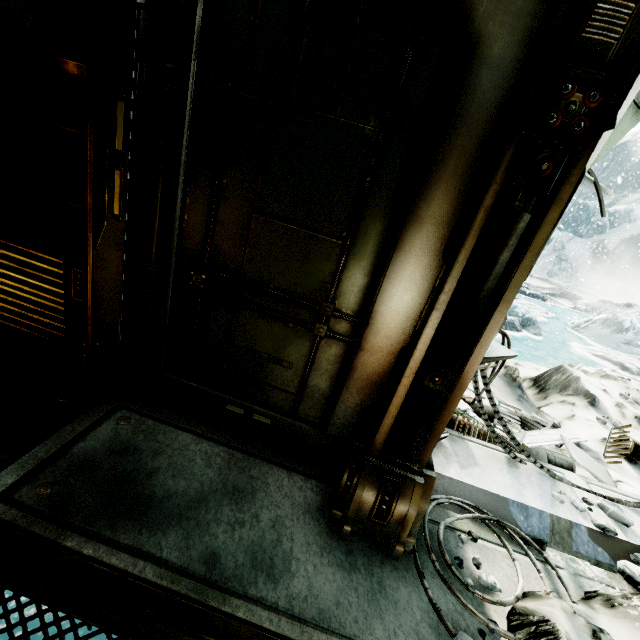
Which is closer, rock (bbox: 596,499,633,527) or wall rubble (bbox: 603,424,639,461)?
rock (bbox: 596,499,633,527)

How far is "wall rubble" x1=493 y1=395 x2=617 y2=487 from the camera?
2.89m

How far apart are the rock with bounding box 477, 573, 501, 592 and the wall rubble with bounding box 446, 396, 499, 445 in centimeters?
118cm

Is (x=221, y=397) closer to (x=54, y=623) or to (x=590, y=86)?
(x=54, y=623)

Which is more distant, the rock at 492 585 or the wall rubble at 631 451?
the wall rubble at 631 451

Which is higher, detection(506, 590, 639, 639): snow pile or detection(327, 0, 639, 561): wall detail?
detection(327, 0, 639, 561): wall detail

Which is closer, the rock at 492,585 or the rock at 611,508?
the rock at 492,585

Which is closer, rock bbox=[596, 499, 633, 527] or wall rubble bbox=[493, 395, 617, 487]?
rock bbox=[596, 499, 633, 527]
